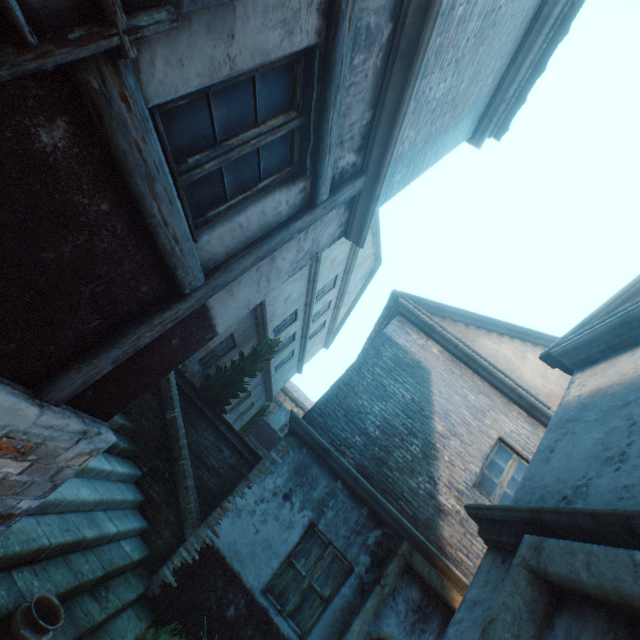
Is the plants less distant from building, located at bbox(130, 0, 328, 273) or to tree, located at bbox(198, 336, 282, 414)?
building, located at bbox(130, 0, 328, 273)

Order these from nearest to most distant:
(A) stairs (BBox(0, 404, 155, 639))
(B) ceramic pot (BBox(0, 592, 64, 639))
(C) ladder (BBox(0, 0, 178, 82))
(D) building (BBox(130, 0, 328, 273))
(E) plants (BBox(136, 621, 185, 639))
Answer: (C) ladder (BBox(0, 0, 178, 82))
(D) building (BBox(130, 0, 328, 273))
(B) ceramic pot (BBox(0, 592, 64, 639))
(A) stairs (BBox(0, 404, 155, 639))
(E) plants (BBox(136, 621, 185, 639))

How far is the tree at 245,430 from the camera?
18.92m

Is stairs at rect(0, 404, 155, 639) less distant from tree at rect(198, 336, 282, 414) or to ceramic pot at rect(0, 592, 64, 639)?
ceramic pot at rect(0, 592, 64, 639)

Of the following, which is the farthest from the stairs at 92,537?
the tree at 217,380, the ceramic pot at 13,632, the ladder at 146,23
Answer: the ladder at 146,23

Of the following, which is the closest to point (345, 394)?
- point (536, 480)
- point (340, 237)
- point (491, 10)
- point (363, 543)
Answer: point (363, 543)

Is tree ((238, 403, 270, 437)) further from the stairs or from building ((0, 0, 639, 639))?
building ((0, 0, 639, 639))

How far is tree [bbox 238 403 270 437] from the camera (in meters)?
18.92
